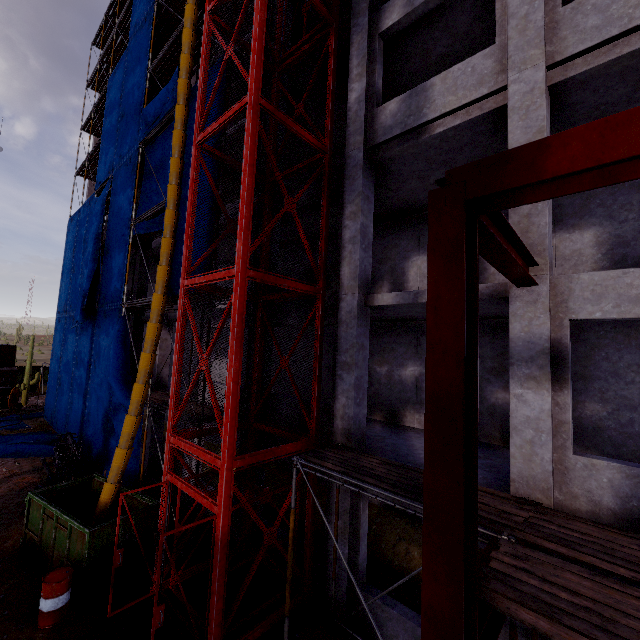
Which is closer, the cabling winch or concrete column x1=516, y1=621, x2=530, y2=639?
concrete column x1=516, y1=621, x2=530, y2=639

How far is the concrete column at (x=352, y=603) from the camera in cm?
750

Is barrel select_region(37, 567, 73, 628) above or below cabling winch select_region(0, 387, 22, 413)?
below

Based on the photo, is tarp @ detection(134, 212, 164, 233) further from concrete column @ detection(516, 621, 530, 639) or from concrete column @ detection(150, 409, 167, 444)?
concrete column @ detection(516, 621, 530, 639)

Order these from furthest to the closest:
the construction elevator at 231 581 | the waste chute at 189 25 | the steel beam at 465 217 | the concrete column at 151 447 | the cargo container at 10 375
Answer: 1. the cargo container at 10 375
2. the concrete column at 151 447
3. the waste chute at 189 25
4. the construction elevator at 231 581
5. the steel beam at 465 217

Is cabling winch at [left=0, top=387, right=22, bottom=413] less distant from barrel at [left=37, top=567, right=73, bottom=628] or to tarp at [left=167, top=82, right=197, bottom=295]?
tarp at [left=167, top=82, right=197, bottom=295]

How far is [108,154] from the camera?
19.7m

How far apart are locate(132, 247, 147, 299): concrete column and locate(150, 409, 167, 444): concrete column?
3.4 meters
